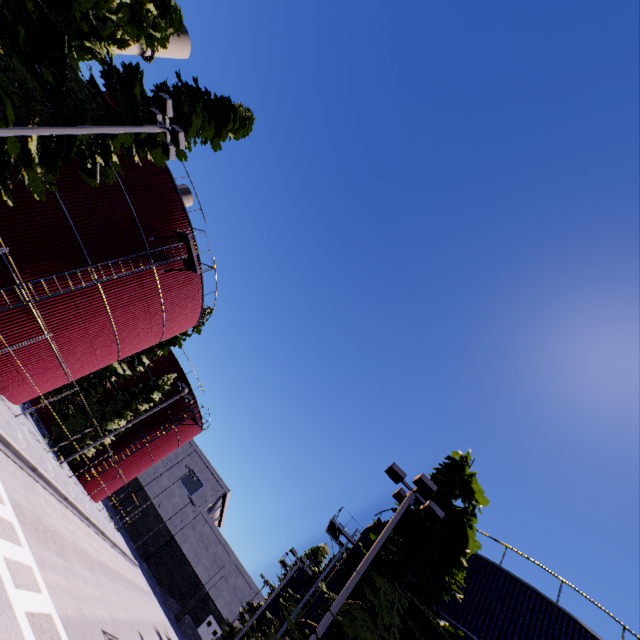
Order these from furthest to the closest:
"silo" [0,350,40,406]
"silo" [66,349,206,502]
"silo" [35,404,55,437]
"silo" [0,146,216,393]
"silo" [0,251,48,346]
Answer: "silo" [66,349,206,502], "silo" [35,404,55,437], "silo" [0,350,40,406], "silo" [0,146,216,393], "silo" [0,251,48,346]

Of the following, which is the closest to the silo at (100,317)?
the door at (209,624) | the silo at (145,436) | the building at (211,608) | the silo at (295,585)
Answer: the silo at (295,585)

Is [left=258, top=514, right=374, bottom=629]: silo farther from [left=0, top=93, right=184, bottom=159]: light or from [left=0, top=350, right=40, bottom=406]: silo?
[left=0, top=93, right=184, bottom=159]: light

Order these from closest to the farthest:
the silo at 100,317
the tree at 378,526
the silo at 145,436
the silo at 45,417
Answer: the tree at 378,526, the silo at 100,317, the silo at 45,417, the silo at 145,436

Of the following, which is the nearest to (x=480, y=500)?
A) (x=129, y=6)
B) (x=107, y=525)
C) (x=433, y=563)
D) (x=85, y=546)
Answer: (x=433, y=563)

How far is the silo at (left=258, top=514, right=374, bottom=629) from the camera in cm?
1623

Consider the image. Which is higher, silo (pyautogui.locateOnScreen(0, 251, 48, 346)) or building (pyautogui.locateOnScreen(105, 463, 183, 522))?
building (pyautogui.locateOnScreen(105, 463, 183, 522))

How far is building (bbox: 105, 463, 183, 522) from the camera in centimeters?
5416cm
